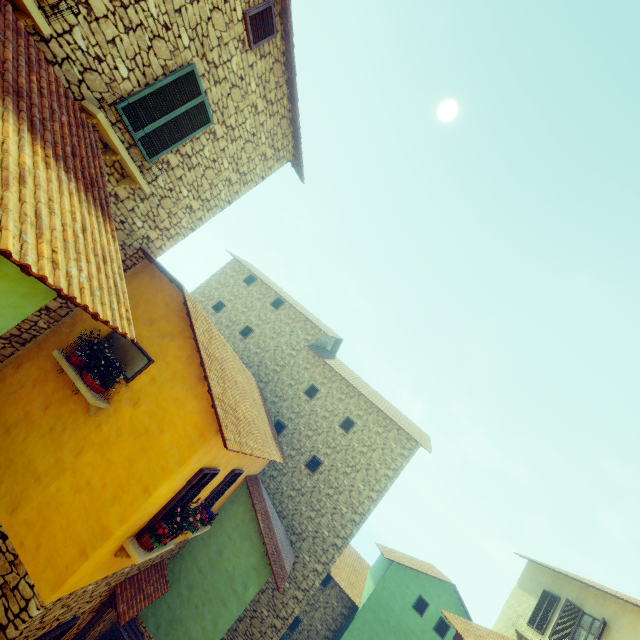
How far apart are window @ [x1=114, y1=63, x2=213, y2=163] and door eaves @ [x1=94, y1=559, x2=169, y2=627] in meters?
9.3

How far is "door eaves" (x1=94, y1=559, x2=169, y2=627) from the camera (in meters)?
7.28

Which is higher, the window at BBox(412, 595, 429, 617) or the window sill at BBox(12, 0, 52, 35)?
the window sill at BBox(12, 0, 52, 35)

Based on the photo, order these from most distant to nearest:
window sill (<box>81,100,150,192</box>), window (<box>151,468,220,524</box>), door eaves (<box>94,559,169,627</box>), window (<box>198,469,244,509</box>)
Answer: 1. window (<box>198,469,244,509</box>)
2. door eaves (<box>94,559,169,627</box>)
3. window (<box>151,468,220,524</box>)
4. window sill (<box>81,100,150,192</box>)

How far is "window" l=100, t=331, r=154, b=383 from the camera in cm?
664

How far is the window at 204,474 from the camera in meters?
6.4 m

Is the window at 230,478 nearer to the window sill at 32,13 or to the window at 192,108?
the window sill at 32,13

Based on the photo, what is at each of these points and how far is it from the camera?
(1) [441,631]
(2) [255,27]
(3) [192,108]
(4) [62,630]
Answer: (1) window, 15.77m
(2) window, 6.27m
(3) window, 6.33m
(4) window, 6.15m
